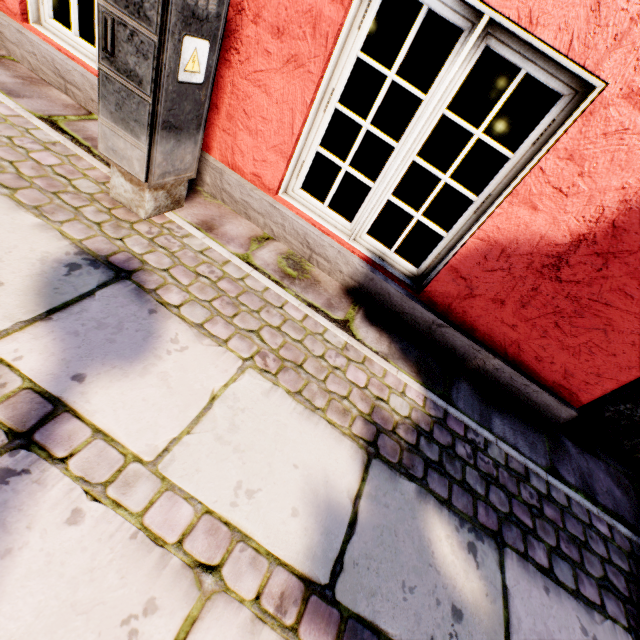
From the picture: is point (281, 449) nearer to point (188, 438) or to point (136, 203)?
point (188, 438)

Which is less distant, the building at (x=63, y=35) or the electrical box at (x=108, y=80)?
the electrical box at (x=108, y=80)

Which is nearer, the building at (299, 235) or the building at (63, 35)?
the building at (299, 235)

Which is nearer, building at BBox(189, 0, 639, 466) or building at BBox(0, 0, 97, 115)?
building at BBox(189, 0, 639, 466)

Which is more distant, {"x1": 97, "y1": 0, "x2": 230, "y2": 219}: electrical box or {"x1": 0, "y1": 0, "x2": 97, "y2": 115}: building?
{"x1": 0, "y1": 0, "x2": 97, "y2": 115}: building
